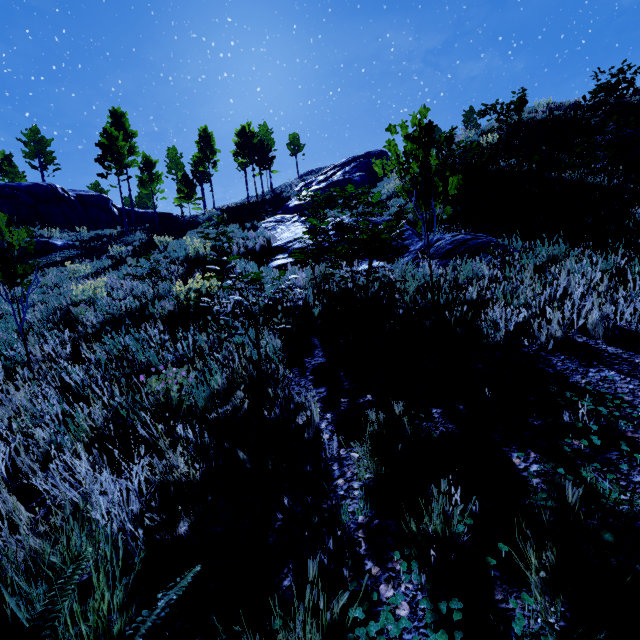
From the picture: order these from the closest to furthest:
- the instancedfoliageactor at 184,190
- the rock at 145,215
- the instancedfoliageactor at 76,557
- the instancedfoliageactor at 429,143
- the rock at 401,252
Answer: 1. the instancedfoliageactor at 76,557
2. the instancedfoliageactor at 429,143
3. the rock at 401,252
4. the instancedfoliageactor at 184,190
5. the rock at 145,215

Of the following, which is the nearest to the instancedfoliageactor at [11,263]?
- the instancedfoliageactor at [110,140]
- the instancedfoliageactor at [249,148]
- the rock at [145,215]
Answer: the instancedfoliageactor at [249,148]

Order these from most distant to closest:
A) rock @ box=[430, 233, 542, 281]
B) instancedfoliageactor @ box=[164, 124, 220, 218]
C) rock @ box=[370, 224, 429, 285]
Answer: instancedfoliageactor @ box=[164, 124, 220, 218] < rock @ box=[370, 224, 429, 285] < rock @ box=[430, 233, 542, 281]

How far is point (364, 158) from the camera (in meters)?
36.38

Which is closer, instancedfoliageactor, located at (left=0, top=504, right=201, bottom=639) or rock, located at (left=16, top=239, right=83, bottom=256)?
instancedfoliageactor, located at (left=0, top=504, right=201, bottom=639)

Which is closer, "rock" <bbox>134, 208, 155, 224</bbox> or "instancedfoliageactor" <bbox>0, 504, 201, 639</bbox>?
"instancedfoliageactor" <bbox>0, 504, 201, 639</bbox>

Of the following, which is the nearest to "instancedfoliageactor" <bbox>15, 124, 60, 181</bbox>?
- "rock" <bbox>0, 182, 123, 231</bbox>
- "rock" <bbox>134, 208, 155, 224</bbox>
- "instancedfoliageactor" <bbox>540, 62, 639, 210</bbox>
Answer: "rock" <bbox>0, 182, 123, 231</bbox>

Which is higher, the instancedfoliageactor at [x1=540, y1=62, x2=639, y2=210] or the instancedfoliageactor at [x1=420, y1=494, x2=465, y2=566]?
the instancedfoliageactor at [x1=540, y1=62, x2=639, y2=210]
